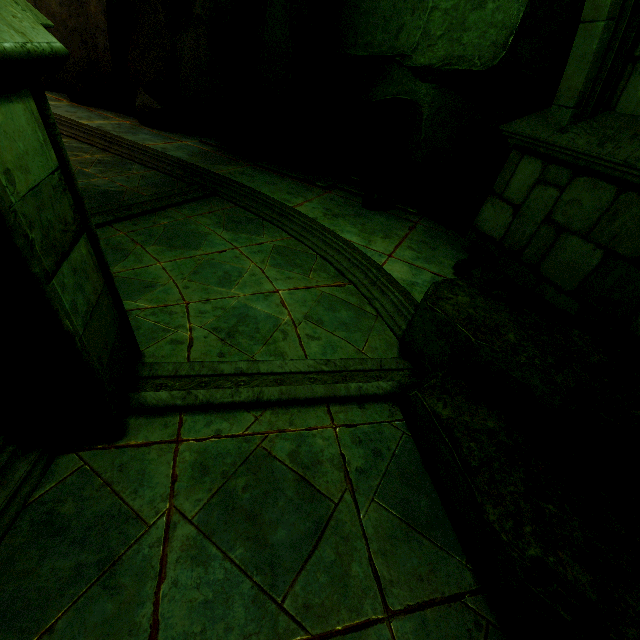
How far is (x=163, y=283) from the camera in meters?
3.8 m

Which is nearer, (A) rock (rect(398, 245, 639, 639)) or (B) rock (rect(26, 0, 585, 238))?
(A) rock (rect(398, 245, 639, 639))

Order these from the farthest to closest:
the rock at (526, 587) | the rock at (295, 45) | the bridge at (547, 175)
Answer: the rock at (295, 45), the bridge at (547, 175), the rock at (526, 587)

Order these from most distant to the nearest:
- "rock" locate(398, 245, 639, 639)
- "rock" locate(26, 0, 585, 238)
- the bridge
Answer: "rock" locate(26, 0, 585, 238) < the bridge < "rock" locate(398, 245, 639, 639)

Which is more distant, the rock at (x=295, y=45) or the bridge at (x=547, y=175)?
the rock at (x=295, y=45)

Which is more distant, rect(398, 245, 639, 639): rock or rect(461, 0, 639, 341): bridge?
rect(461, 0, 639, 341): bridge

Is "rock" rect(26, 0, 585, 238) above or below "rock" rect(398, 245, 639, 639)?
above
